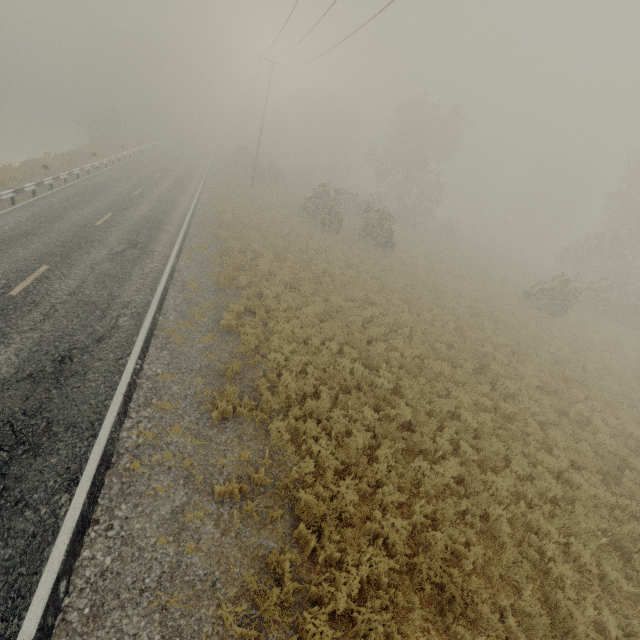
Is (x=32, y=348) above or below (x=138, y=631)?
above
